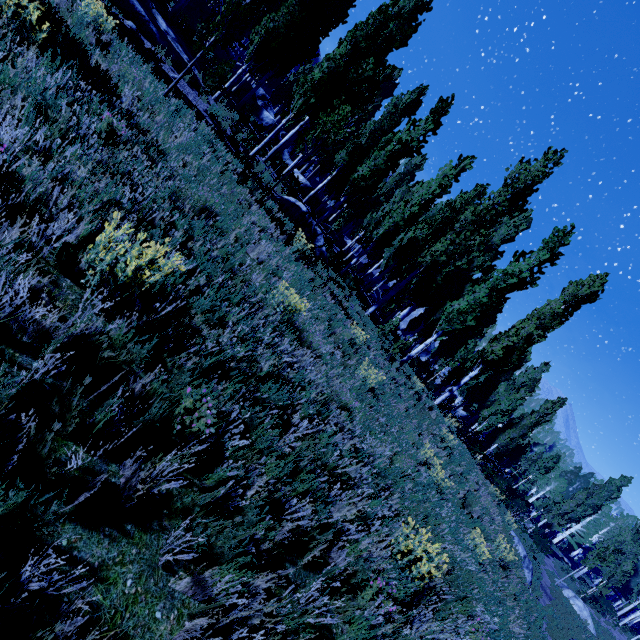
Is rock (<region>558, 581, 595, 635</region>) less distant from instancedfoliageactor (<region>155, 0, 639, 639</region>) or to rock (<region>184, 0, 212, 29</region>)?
instancedfoliageactor (<region>155, 0, 639, 639</region>)

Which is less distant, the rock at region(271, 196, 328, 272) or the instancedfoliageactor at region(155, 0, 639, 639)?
the instancedfoliageactor at region(155, 0, 639, 639)

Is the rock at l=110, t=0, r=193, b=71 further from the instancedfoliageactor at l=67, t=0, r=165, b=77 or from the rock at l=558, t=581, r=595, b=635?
the rock at l=558, t=581, r=595, b=635

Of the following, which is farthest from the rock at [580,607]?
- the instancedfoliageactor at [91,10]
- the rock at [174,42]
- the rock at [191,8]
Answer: the rock at [174,42]

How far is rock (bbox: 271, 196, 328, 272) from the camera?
12.6m

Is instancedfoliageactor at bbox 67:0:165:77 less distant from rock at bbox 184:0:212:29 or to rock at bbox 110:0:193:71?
rock at bbox 184:0:212:29

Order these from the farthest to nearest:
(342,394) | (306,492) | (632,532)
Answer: (632,532) → (342,394) → (306,492)

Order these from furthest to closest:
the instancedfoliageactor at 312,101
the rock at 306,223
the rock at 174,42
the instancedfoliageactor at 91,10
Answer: the rock at 306,223 < the instancedfoliageactor at 312,101 < the rock at 174,42 < the instancedfoliageactor at 91,10
